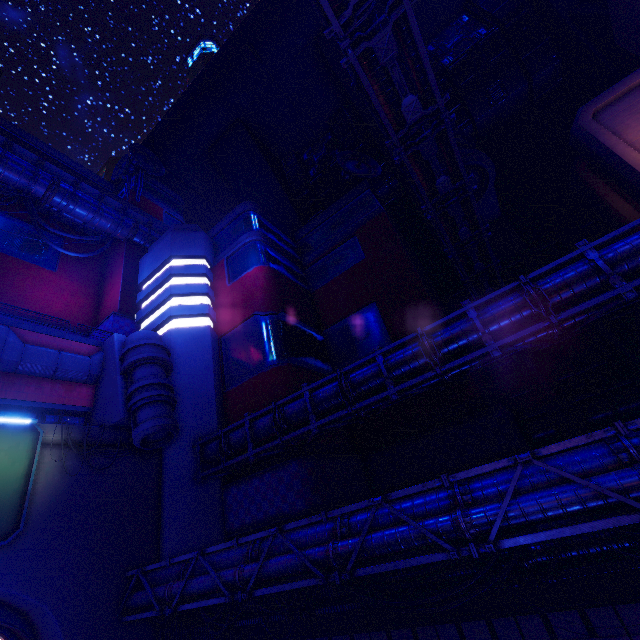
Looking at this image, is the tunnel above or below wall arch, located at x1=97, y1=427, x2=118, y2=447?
below

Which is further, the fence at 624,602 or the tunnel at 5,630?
the tunnel at 5,630

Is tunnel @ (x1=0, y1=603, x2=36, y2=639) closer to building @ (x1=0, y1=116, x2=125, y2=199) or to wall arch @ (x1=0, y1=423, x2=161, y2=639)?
wall arch @ (x1=0, y1=423, x2=161, y2=639)

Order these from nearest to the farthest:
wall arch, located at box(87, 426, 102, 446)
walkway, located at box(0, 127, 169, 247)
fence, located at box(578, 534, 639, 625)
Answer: fence, located at box(578, 534, 639, 625)
wall arch, located at box(87, 426, 102, 446)
walkway, located at box(0, 127, 169, 247)

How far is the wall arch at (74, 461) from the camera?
18.4m

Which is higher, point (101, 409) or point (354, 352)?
point (354, 352)

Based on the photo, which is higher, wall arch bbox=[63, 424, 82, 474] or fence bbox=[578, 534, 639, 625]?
wall arch bbox=[63, 424, 82, 474]

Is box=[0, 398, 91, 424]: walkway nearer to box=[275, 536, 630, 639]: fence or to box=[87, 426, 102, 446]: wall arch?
box=[87, 426, 102, 446]: wall arch
